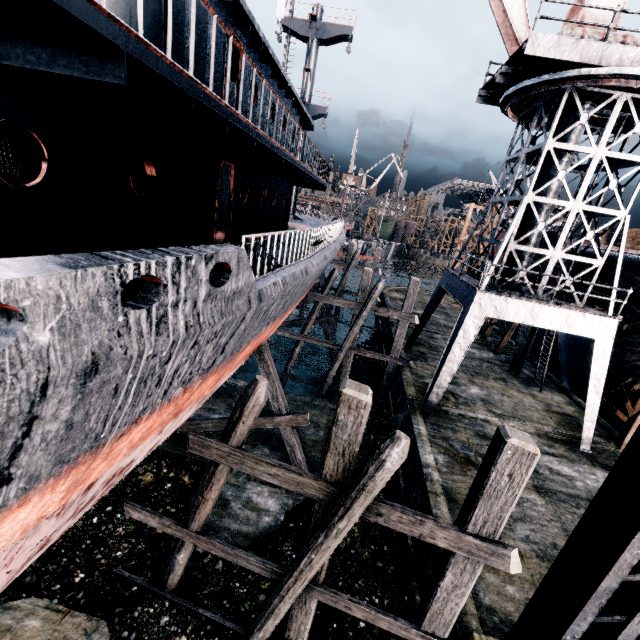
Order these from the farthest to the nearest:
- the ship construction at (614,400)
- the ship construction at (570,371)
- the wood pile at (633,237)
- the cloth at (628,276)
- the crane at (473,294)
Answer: the wood pile at (633,237)
the ship construction at (570,371)
the ship construction at (614,400)
the cloth at (628,276)
the crane at (473,294)

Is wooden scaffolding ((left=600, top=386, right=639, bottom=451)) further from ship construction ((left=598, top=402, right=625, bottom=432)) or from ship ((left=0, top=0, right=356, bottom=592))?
ship ((left=0, top=0, right=356, bottom=592))

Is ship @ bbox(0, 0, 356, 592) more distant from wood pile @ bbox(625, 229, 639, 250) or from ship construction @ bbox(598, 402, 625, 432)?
wood pile @ bbox(625, 229, 639, 250)

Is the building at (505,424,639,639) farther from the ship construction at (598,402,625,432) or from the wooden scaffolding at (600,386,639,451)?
Result: the wooden scaffolding at (600,386,639,451)

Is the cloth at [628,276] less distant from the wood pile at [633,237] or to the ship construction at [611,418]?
the ship construction at [611,418]

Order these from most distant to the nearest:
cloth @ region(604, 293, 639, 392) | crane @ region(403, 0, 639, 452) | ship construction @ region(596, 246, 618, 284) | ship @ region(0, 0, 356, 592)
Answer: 1. ship construction @ region(596, 246, 618, 284)
2. cloth @ region(604, 293, 639, 392)
3. crane @ region(403, 0, 639, 452)
4. ship @ region(0, 0, 356, 592)

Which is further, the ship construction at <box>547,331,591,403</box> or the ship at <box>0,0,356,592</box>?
the ship construction at <box>547,331,591,403</box>

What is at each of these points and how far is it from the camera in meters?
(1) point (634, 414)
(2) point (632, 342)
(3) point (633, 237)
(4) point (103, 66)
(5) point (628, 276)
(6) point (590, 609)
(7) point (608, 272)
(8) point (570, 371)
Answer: (1) wooden scaffolding, 14.5
(2) cloth, 14.4
(3) wood pile, 26.8
(4) ship, 3.4
(5) cloth, 15.1
(6) building, 4.7
(7) ship construction, 16.4
(8) ship construction, 20.9
